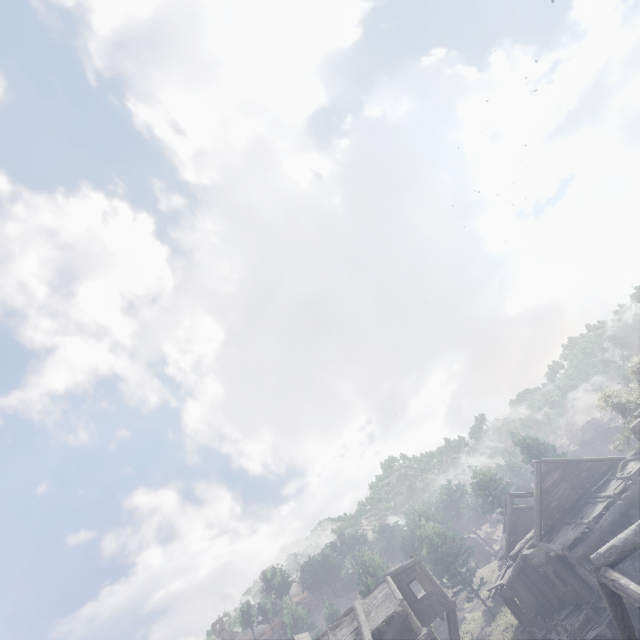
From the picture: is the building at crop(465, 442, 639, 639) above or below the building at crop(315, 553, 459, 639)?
below

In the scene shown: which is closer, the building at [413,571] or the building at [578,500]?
the building at [578,500]

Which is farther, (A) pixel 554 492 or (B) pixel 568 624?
(A) pixel 554 492

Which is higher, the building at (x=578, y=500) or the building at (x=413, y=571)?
the building at (x=413, y=571)

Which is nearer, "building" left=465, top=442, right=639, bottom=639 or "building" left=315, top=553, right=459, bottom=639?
"building" left=465, top=442, right=639, bottom=639
